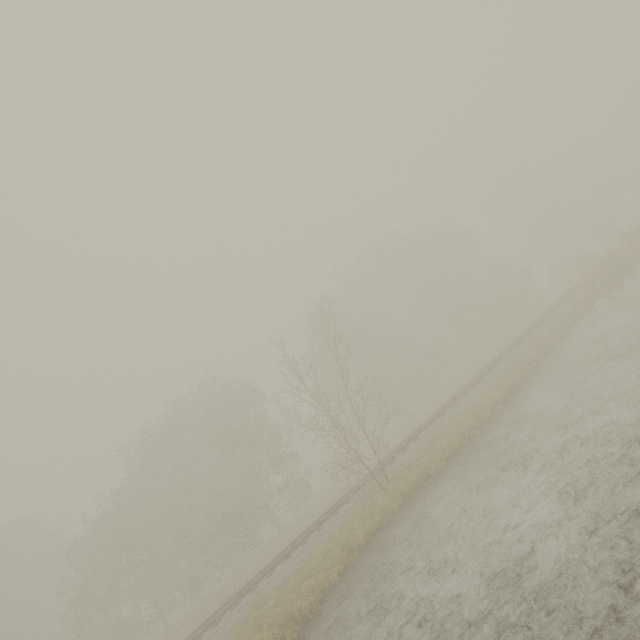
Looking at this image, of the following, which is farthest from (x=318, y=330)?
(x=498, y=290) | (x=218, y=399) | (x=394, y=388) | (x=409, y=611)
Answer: (x=409, y=611)
